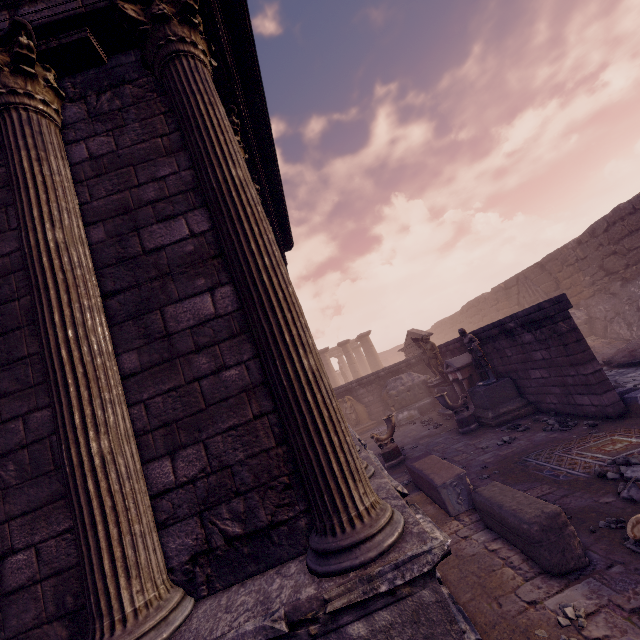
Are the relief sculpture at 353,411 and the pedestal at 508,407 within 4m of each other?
no

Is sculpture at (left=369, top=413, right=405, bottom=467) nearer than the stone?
No

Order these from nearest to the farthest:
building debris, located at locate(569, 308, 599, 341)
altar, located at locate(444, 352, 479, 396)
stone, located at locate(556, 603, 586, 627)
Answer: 1. stone, located at locate(556, 603, 586, 627)
2. altar, located at locate(444, 352, 479, 396)
3. building debris, located at locate(569, 308, 599, 341)

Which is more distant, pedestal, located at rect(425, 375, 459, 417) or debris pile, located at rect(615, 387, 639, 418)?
pedestal, located at rect(425, 375, 459, 417)

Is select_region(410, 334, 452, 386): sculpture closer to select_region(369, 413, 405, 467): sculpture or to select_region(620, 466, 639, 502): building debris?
select_region(369, 413, 405, 467): sculpture

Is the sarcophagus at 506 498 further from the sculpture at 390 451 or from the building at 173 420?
the sculpture at 390 451

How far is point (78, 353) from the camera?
2.3 meters

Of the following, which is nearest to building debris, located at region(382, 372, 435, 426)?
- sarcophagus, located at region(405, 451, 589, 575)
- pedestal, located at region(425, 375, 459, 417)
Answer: pedestal, located at region(425, 375, 459, 417)
